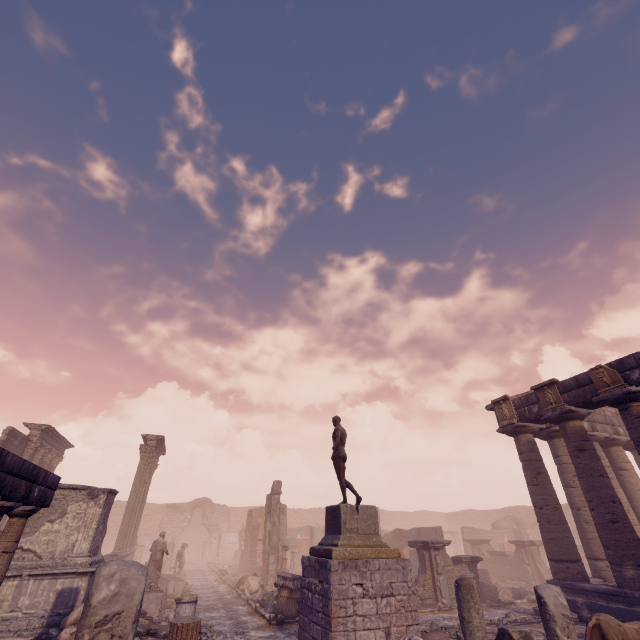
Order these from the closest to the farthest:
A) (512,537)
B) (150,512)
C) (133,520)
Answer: (133,520), (512,537), (150,512)

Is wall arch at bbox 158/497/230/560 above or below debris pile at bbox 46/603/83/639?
above

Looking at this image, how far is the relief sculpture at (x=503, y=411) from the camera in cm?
1423

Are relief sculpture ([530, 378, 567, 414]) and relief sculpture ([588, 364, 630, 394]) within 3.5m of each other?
yes

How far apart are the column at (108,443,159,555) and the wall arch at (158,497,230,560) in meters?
18.3

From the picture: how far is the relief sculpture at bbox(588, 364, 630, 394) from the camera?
10.8 meters

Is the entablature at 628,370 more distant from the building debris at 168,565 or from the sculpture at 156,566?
the building debris at 168,565

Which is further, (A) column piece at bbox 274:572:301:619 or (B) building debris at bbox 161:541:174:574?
(B) building debris at bbox 161:541:174:574
